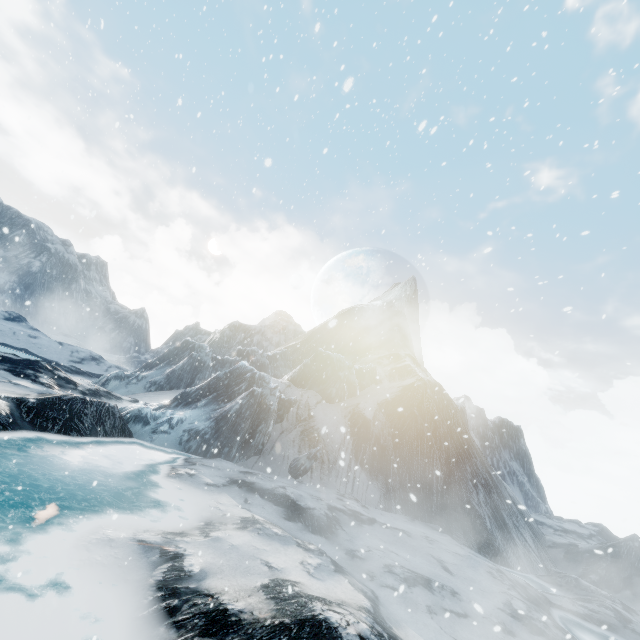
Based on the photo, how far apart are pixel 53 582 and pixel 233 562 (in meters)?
3.07
